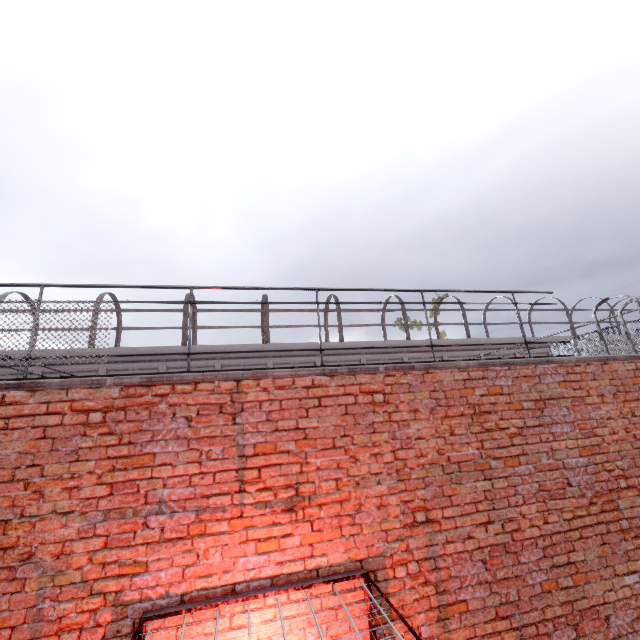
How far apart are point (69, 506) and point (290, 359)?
13.60m
